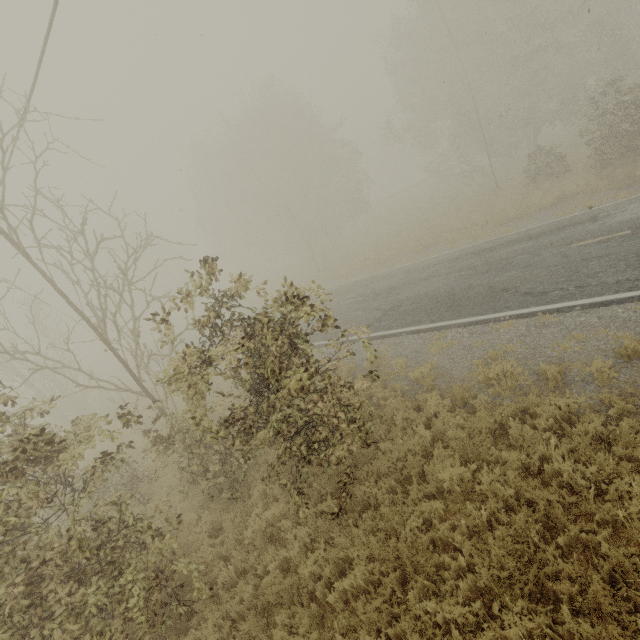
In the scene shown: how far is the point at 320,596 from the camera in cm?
546
